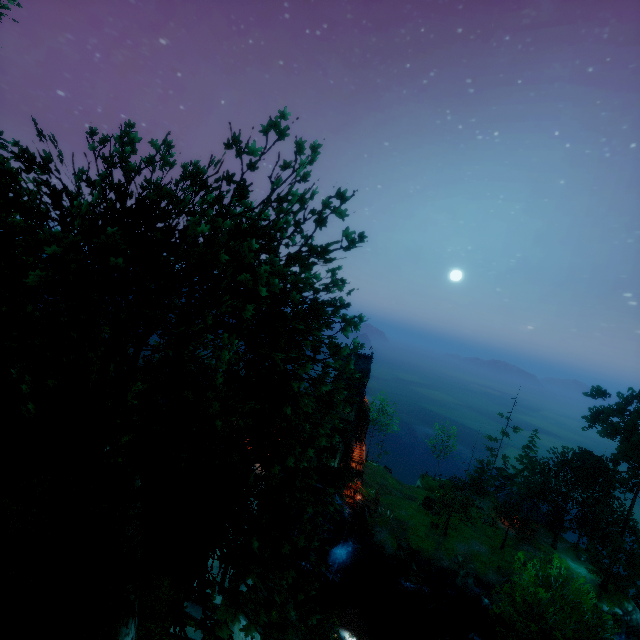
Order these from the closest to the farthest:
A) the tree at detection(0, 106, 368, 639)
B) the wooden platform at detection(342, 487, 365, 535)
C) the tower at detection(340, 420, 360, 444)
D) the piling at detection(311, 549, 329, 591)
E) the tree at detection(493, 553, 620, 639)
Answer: the tree at detection(0, 106, 368, 639), the tree at detection(493, 553, 620, 639), the piling at detection(311, 549, 329, 591), the wooden platform at detection(342, 487, 365, 535), the tower at detection(340, 420, 360, 444)

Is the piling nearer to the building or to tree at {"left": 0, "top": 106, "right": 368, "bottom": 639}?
the building

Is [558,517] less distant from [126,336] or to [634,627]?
[634,627]

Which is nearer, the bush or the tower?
the bush

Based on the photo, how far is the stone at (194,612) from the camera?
17.6m

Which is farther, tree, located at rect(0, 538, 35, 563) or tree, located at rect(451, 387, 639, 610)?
tree, located at rect(451, 387, 639, 610)

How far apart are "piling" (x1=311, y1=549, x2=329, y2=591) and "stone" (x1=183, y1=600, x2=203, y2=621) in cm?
1810

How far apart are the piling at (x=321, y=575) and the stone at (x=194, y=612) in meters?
18.1
